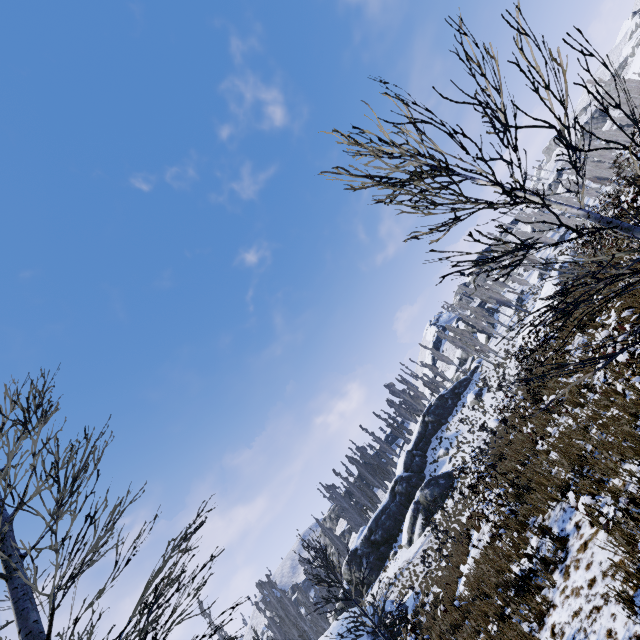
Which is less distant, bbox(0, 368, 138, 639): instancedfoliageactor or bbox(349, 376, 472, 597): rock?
bbox(0, 368, 138, 639): instancedfoliageactor

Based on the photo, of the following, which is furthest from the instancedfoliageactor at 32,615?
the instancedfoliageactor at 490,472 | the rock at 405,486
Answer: the instancedfoliageactor at 490,472

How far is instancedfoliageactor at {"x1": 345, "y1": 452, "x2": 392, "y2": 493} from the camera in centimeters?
4884cm

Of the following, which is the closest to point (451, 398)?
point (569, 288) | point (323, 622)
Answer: point (323, 622)

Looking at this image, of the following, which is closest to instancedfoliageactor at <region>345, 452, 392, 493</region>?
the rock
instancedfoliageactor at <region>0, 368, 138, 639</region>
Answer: the rock

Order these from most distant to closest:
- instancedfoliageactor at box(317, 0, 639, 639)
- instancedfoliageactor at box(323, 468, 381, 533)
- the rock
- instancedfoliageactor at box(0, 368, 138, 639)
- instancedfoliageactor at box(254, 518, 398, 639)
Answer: instancedfoliageactor at box(323, 468, 381, 533)
the rock
instancedfoliageactor at box(254, 518, 398, 639)
instancedfoliageactor at box(0, 368, 138, 639)
instancedfoliageactor at box(317, 0, 639, 639)

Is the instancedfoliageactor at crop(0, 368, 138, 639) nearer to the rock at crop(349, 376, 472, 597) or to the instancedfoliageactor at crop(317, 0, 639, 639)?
the rock at crop(349, 376, 472, 597)

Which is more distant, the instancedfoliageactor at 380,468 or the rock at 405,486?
the instancedfoliageactor at 380,468
